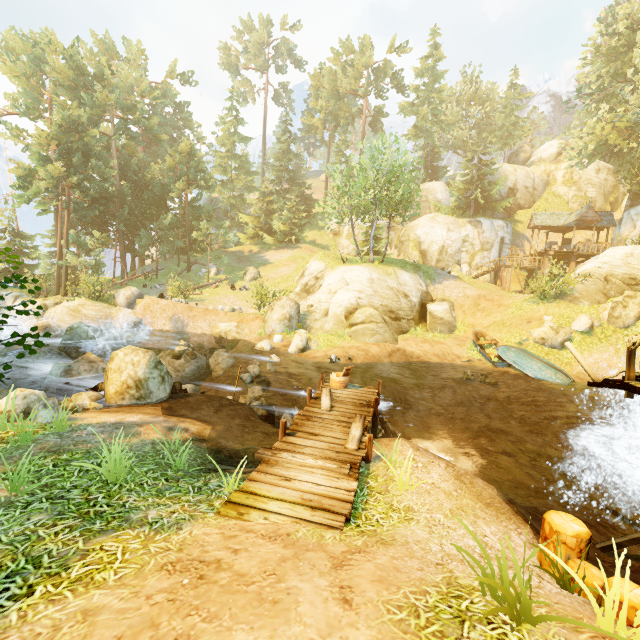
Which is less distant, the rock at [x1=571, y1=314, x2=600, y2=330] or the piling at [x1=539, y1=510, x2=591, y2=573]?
the piling at [x1=539, y1=510, x2=591, y2=573]

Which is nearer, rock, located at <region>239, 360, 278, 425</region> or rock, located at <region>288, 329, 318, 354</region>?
rock, located at <region>239, 360, 278, 425</region>

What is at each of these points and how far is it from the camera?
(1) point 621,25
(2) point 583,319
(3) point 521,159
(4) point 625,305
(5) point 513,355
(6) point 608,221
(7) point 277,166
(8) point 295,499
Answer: (1) tree, 25.2 meters
(2) rock, 18.1 meters
(3) rock, 58.4 meters
(4) rock, 17.5 meters
(5) boat, 17.3 meters
(6) building, 31.9 meters
(7) tree, 47.8 meters
(8) wooden platform, 5.1 meters

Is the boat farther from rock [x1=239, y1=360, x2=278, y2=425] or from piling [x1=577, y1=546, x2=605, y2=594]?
piling [x1=577, y1=546, x2=605, y2=594]

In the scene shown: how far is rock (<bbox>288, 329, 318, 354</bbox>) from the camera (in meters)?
17.98

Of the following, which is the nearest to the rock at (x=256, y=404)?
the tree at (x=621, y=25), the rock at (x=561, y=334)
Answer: the tree at (x=621, y=25)

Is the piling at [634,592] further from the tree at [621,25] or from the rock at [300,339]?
the rock at [300,339]

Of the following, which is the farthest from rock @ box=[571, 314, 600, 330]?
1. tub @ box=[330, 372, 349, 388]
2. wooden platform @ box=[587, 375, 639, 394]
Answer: tub @ box=[330, 372, 349, 388]
